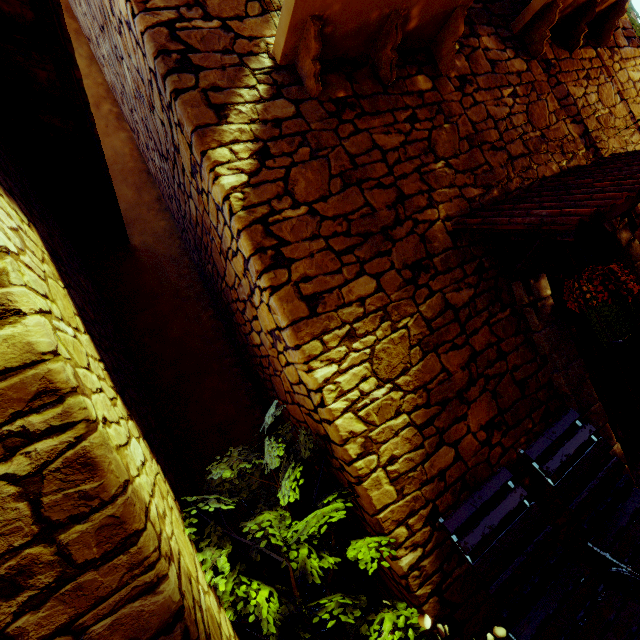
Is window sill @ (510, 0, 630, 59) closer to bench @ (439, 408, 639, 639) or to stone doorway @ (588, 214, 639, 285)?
stone doorway @ (588, 214, 639, 285)

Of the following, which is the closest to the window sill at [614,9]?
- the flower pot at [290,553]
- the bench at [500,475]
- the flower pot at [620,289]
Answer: the flower pot at [620,289]

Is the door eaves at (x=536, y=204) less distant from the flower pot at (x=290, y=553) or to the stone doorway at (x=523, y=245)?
the stone doorway at (x=523, y=245)

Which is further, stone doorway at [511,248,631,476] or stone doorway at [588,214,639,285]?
stone doorway at [588,214,639,285]

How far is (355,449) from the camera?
1.9 meters

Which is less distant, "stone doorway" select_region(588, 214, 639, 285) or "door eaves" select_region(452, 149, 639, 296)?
"door eaves" select_region(452, 149, 639, 296)

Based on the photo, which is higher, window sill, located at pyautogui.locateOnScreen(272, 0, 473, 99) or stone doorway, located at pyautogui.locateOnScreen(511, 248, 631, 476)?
window sill, located at pyautogui.locateOnScreen(272, 0, 473, 99)

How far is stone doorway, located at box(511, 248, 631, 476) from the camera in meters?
2.5
